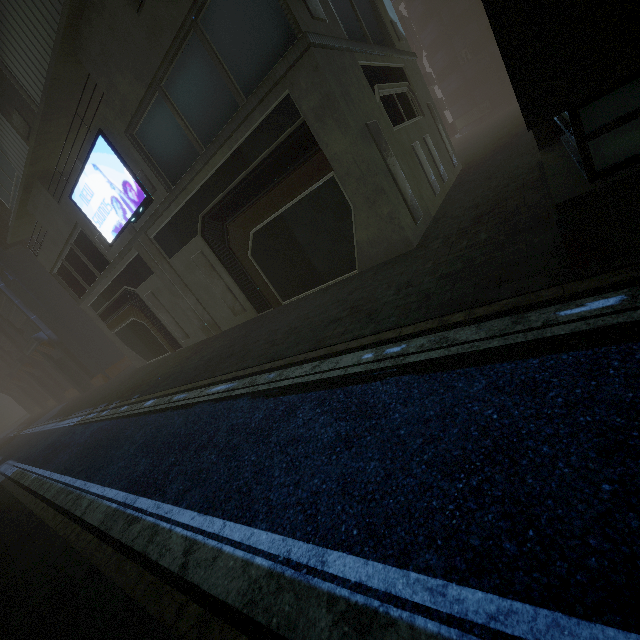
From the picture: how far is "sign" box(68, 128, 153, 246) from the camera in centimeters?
1338cm

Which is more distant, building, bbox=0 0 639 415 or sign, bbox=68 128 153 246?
sign, bbox=68 128 153 246

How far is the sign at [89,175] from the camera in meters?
13.4 m

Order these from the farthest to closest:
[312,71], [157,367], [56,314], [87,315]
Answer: [87,315], [56,314], [157,367], [312,71]

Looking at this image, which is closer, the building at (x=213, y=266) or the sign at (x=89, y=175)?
the building at (x=213, y=266)
